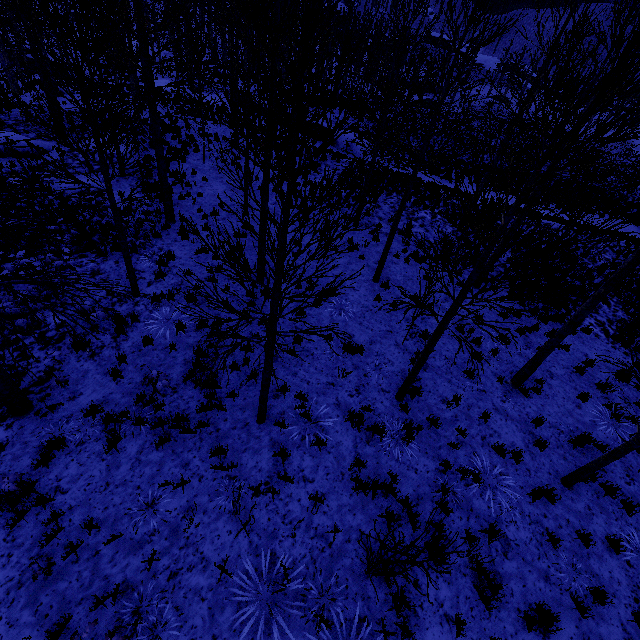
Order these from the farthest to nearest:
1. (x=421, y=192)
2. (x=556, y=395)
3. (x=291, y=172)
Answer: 1. (x=421, y=192)
2. (x=556, y=395)
3. (x=291, y=172)

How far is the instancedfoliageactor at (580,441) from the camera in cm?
778

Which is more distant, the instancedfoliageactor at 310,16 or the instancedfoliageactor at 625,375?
the instancedfoliageactor at 625,375

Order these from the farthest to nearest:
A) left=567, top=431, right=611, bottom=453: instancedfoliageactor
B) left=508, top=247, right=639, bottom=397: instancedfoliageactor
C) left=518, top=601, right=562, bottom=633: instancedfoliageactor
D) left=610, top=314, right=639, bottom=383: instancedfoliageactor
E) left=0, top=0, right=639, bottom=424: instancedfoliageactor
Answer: left=567, top=431, right=611, bottom=453: instancedfoliageactor, left=508, top=247, right=639, bottom=397: instancedfoliageactor, left=610, top=314, right=639, bottom=383: instancedfoliageactor, left=518, top=601, right=562, bottom=633: instancedfoliageactor, left=0, top=0, right=639, bottom=424: instancedfoliageactor

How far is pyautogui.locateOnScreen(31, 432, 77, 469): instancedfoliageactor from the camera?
5.6 meters

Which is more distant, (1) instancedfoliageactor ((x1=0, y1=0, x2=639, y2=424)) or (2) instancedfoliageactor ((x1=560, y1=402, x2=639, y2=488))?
(2) instancedfoliageactor ((x1=560, y1=402, x2=639, y2=488))
